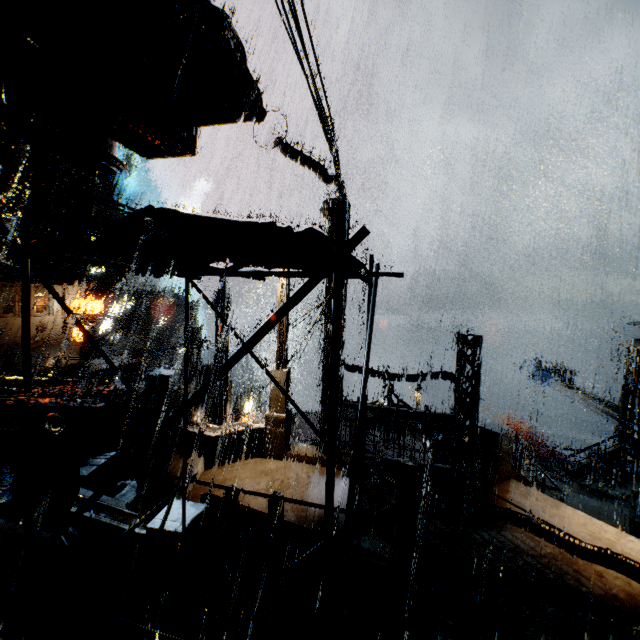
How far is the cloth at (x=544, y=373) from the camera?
28.52m

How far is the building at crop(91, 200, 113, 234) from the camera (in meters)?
56.88

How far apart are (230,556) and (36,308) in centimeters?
3365cm

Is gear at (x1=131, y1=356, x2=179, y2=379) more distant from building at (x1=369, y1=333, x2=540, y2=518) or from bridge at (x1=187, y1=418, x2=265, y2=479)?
bridge at (x1=187, y1=418, x2=265, y2=479)

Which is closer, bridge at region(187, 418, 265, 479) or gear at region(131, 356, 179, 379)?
bridge at region(187, 418, 265, 479)

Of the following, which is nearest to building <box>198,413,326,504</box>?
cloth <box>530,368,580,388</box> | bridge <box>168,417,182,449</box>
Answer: bridge <box>168,417,182,449</box>

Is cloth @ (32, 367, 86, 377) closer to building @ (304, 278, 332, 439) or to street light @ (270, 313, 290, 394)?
building @ (304, 278, 332, 439)

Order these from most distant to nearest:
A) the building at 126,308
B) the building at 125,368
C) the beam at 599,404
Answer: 1. the building at 125,368
2. the building at 126,308
3. the beam at 599,404
